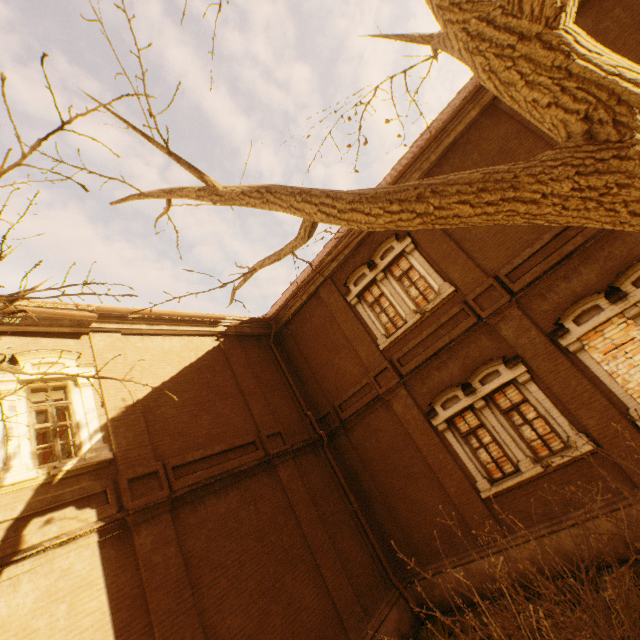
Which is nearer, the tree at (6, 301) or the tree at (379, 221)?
the tree at (379, 221)

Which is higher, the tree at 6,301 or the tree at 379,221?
the tree at 6,301

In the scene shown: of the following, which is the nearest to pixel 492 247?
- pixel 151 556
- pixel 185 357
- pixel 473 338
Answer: pixel 473 338

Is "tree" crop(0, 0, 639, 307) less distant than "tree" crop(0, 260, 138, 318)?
Yes

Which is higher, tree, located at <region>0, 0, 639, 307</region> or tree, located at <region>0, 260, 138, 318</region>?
tree, located at <region>0, 260, 138, 318</region>
